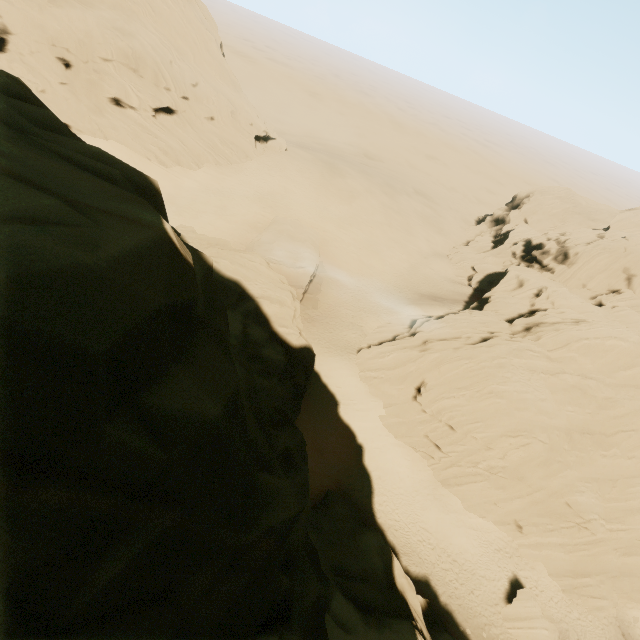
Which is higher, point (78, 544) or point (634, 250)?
point (78, 544)

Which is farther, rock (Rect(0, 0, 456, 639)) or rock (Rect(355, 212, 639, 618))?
rock (Rect(355, 212, 639, 618))

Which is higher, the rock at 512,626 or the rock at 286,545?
the rock at 286,545

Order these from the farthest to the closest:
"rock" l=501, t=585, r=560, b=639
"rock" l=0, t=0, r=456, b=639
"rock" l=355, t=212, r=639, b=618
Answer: "rock" l=355, t=212, r=639, b=618 < "rock" l=501, t=585, r=560, b=639 < "rock" l=0, t=0, r=456, b=639

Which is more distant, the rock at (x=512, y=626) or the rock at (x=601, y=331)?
the rock at (x=601, y=331)

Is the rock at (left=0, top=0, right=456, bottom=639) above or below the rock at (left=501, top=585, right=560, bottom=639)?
above
